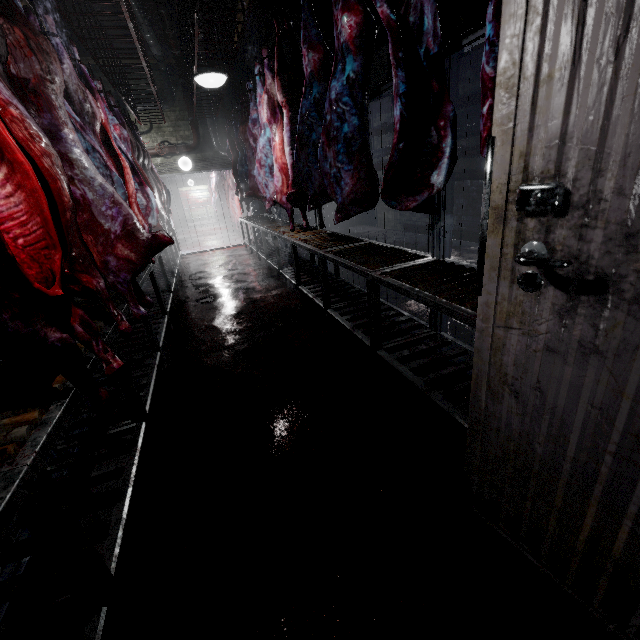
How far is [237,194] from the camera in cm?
820

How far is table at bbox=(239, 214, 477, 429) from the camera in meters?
1.7

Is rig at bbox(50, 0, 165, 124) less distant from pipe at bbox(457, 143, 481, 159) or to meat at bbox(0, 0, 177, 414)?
meat at bbox(0, 0, 177, 414)

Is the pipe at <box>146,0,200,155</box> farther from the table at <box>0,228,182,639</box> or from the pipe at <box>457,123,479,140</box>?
the table at <box>0,228,182,639</box>

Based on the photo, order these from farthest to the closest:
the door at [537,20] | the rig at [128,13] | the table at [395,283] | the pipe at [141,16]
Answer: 1. the pipe at [141,16]
2. the rig at [128,13]
3. the table at [395,283]
4. the door at [537,20]

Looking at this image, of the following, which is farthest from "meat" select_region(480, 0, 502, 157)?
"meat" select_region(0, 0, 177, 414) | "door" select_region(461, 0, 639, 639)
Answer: "meat" select_region(0, 0, 177, 414)

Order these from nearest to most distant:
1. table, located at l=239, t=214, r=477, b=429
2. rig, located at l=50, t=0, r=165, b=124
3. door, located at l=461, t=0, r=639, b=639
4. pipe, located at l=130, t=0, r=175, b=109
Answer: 1. door, located at l=461, t=0, r=639, b=639
2. table, located at l=239, t=214, r=477, b=429
3. rig, located at l=50, t=0, r=165, b=124
4. pipe, located at l=130, t=0, r=175, b=109

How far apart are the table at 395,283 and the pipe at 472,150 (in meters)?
2.99
